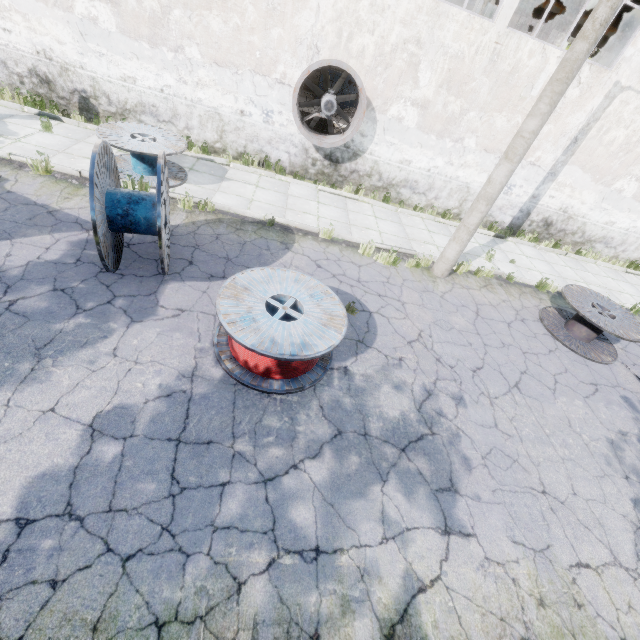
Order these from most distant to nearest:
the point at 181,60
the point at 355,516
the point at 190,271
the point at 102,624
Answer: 1. the point at 181,60
2. the point at 190,271
3. the point at 355,516
4. the point at 102,624

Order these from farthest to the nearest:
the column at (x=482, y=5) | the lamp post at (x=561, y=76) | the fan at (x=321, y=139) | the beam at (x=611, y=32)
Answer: the beam at (x=611, y=32), the column at (x=482, y=5), the fan at (x=321, y=139), the lamp post at (x=561, y=76)

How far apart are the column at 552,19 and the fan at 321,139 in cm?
1922

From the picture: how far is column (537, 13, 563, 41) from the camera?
19.6 meters

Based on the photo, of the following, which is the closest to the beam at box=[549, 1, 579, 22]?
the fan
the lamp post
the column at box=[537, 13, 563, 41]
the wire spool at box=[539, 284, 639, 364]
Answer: the column at box=[537, 13, 563, 41]

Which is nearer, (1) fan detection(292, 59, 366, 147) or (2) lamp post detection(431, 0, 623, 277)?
(2) lamp post detection(431, 0, 623, 277)

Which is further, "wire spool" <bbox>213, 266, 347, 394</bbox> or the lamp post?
the lamp post

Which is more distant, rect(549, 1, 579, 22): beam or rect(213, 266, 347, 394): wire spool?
rect(549, 1, 579, 22): beam
